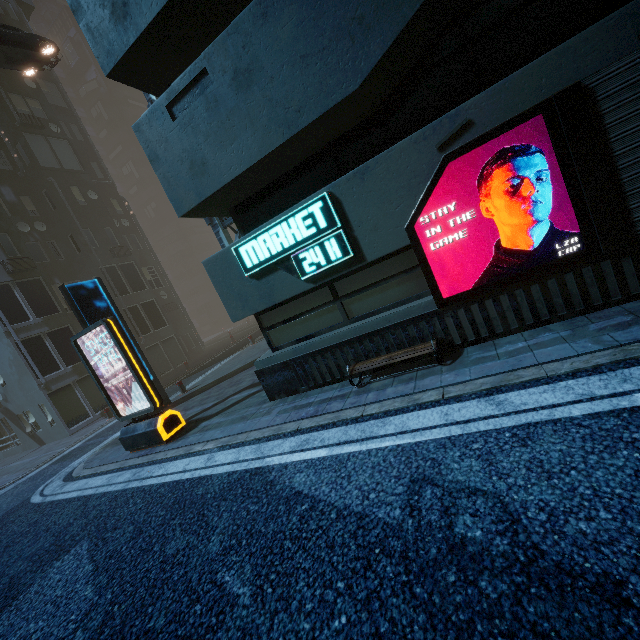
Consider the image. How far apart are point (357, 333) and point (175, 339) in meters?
21.5 m

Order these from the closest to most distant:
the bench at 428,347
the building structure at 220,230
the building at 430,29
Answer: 1. the building at 430,29
2. the bench at 428,347
3. the building structure at 220,230

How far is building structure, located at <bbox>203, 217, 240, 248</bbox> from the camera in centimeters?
1115cm

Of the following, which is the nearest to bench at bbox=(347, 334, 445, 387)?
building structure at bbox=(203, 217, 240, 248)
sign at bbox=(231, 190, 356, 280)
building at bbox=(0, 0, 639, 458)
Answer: building at bbox=(0, 0, 639, 458)

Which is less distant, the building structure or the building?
the building

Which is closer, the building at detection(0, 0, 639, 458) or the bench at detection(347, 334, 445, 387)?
the building at detection(0, 0, 639, 458)

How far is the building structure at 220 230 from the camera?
11.1m

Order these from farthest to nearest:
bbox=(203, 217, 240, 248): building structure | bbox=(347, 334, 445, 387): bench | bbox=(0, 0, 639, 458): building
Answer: bbox=(203, 217, 240, 248): building structure, bbox=(347, 334, 445, 387): bench, bbox=(0, 0, 639, 458): building
